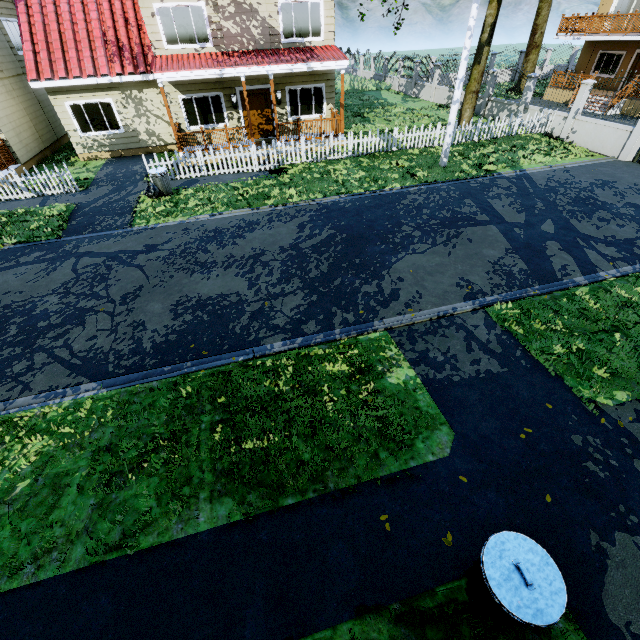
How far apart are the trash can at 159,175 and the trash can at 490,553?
13.6m

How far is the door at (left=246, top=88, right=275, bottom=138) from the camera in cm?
1545

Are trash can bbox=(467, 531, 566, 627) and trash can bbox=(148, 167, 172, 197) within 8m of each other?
no

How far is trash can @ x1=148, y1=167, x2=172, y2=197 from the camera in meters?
11.7 m

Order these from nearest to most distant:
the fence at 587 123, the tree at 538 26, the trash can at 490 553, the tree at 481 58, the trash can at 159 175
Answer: the trash can at 490 553
the trash can at 159 175
the fence at 587 123
the tree at 481 58
the tree at 538 26

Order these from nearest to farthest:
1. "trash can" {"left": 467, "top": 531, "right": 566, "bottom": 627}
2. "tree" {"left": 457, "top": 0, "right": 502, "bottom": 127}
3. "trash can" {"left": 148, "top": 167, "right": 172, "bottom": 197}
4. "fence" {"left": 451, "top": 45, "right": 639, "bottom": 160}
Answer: "trash can" {"left": 467, "top": 531, "right": 566, "bottom": 627} → "trash can" {"left": 148, "top": 167, "right": 172, "bottom": 197} → "fence" {"left": 451, "top": 45, "right": 639, "bottom": 160} → "tree" {"left": 457, "top": 0, "right": 502, "bottom": 127}

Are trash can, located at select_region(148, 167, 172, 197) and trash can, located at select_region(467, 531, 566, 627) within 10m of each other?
no

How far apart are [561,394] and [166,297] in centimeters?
829cm
